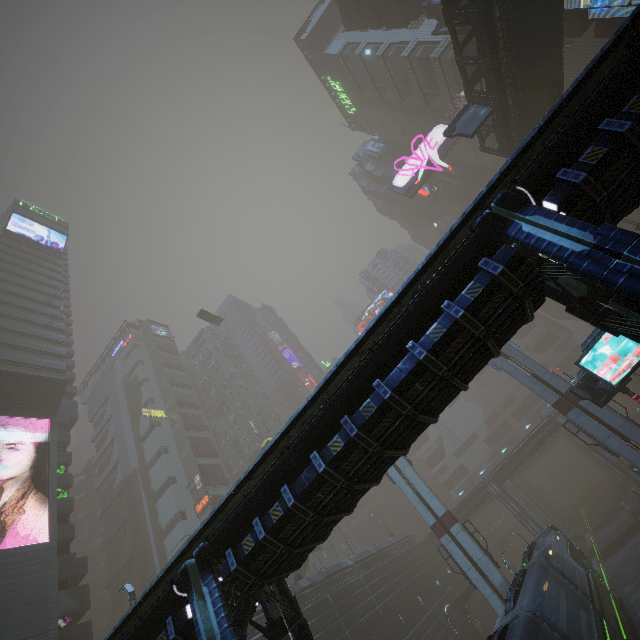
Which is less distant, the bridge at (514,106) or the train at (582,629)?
the train at (582,629)

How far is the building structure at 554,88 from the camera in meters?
23.0 m

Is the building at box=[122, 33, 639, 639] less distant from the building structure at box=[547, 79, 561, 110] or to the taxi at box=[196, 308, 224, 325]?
the building structure at box=[547, 79, 561, 110]

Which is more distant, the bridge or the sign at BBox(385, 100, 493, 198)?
the sign at BBox(385, 100, 493, 198)

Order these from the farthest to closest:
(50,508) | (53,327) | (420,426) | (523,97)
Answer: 1. (53,327)
2. (50,508)
3. (523,97)
4. (420,426)

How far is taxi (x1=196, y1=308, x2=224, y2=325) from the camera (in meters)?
48.47

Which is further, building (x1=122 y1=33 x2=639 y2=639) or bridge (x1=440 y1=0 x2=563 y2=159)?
bridge (x1=440 y1=0 x2=563 y2=159)

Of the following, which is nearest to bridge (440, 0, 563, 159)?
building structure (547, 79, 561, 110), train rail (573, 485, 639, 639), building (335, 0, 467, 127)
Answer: building structure (547, 79, 561, 110)
